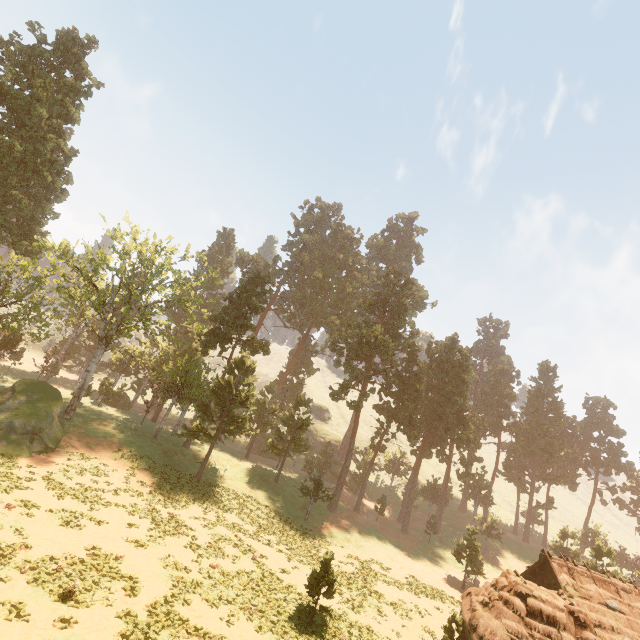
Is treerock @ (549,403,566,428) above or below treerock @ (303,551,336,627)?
above

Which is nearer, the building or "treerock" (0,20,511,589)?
the building

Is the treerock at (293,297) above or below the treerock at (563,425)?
above

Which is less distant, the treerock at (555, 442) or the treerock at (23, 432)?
the treerock at (23, 432)

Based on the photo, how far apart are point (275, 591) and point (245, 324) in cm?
2744

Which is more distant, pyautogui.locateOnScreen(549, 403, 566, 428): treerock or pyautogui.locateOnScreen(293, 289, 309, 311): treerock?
pyautogui.locateOnScreen(549, 403, 566, 428): treerock

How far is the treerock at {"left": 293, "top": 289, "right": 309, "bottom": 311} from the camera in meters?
56.8
